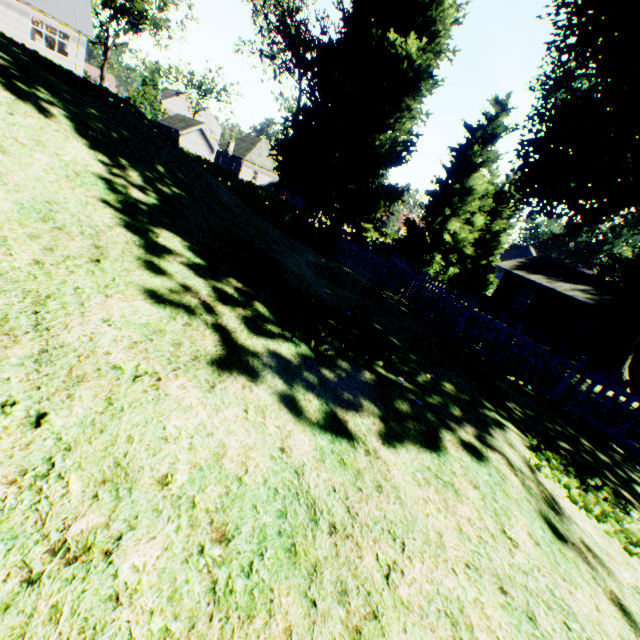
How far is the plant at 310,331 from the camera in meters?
3.3

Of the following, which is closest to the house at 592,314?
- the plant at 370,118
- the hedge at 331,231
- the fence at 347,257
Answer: the plant at 370,118

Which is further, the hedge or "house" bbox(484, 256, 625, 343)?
"house" bbox(484, 256, 625, 343)

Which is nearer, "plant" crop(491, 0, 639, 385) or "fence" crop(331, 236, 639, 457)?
"fence" crop(331, 236, 639, 457)

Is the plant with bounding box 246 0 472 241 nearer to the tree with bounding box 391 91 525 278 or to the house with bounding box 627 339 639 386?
the tree with bounding box 391 91 525 278

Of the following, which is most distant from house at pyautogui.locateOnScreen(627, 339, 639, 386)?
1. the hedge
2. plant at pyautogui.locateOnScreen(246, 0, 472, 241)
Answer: the hedge

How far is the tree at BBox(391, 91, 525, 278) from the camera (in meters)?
27.78

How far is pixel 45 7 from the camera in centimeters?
2859cm
